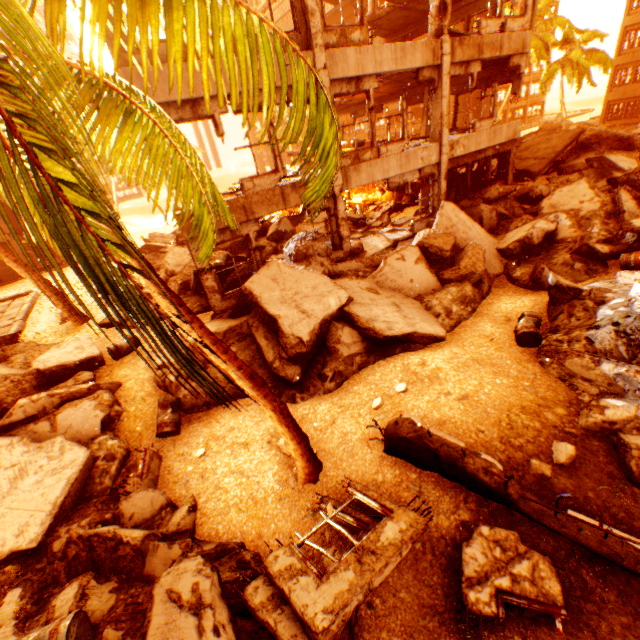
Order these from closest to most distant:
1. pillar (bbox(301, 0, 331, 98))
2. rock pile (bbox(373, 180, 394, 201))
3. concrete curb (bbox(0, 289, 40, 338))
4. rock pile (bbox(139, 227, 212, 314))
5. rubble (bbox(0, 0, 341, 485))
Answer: rubble (bbox(0, 0, 341, 485)) < pillar (bbox(301, 0, 331, 98)) < rock pile (bbox(139, 227, 212, 314)) < concrete curb (bbox(0, 289, 40, 338)) < rock pile (bbox(373, 180, 394, 201))

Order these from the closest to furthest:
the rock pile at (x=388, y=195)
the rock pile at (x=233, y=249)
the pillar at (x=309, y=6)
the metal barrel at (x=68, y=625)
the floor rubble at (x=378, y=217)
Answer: the metal barrel at (x=68, y=625) < the pillar at (x=309, y=6) < the rock pile at (x=233, y=249) < the floor rubble at (x=378, y=217) < the rock pile at (x=388, y=195)

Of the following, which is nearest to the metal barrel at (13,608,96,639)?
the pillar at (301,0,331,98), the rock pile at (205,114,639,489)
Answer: the rock pile at (205,114,639,489)

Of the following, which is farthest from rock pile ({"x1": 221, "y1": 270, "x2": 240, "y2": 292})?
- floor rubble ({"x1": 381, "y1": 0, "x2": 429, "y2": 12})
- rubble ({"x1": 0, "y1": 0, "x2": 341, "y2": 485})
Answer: floor rubble ({"x1": 381, "y1": 0, "x2": 429, "y2": 12})

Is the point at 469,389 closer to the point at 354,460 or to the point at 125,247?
the point at 354,460

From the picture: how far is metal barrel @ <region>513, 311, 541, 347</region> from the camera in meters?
7.5

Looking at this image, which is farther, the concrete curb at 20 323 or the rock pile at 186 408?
the concrete curb at 20 323

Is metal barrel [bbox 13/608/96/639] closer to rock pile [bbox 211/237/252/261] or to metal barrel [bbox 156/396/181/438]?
rock pile [bbox 211/237/252/261]
